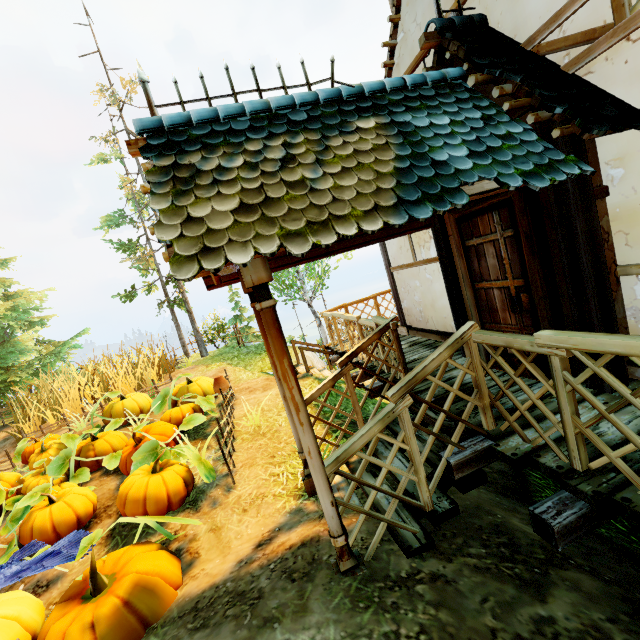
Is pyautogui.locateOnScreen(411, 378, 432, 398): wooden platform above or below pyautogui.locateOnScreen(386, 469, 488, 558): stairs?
above

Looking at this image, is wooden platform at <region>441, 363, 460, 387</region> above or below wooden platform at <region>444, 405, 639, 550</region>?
above

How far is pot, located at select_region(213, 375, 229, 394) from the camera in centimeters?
709cm

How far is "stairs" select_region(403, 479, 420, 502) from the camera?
3.2m

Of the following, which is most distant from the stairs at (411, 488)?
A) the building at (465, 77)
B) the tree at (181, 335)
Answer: the tree at (181, 335)

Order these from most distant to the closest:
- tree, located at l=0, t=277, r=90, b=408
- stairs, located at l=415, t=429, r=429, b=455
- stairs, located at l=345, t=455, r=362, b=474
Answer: tree, located at l=0, t=277, r=90, b=408 → stairs, located at l=345, t=455, r=362, b=474 → stairs, located at l=415, t=429, r=429, b=455

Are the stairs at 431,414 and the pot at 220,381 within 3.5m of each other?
no

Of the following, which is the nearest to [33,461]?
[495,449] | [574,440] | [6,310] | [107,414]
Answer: [107,414]
